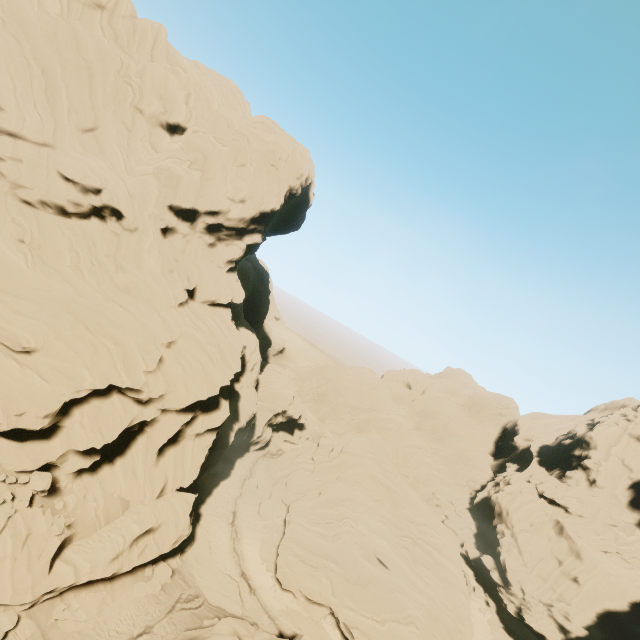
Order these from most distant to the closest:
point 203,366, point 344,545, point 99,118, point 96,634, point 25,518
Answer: point 344,545, point 99,118, point 203,366, point 96,634, point 25,518

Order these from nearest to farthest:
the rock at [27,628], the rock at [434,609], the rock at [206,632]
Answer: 1. the rock at [27,628]
2. the rock at [206,632]
3. the rock at [434,609]

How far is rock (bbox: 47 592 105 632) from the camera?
20.45m

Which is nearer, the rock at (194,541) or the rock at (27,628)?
the rock at (27,628)

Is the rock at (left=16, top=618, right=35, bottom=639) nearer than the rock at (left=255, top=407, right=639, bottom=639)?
Yes

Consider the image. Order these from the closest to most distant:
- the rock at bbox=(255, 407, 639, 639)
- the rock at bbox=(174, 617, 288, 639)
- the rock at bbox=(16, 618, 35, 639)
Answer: the rock at bbox=(16, 618, 35, 639) → the rock at bbox=(174, 617, 288, 639) → the rock at bbox=(255, 407, 639, 639)
